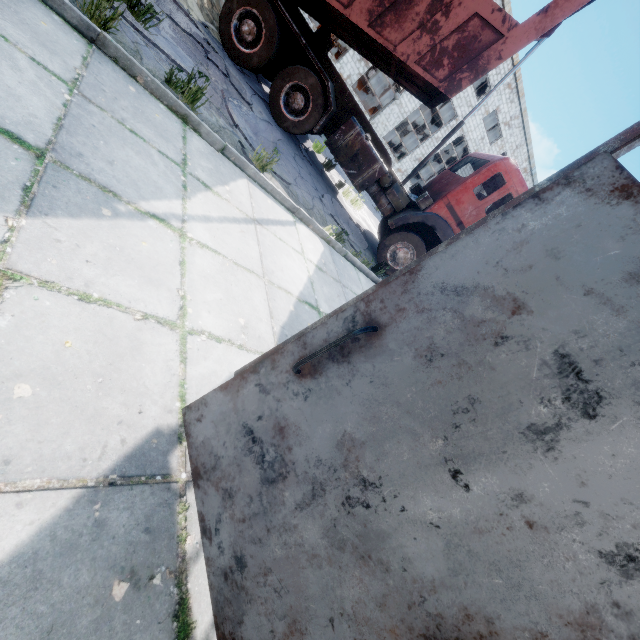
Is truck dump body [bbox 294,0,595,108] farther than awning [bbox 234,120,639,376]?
Yes

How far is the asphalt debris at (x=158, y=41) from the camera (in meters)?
3.99

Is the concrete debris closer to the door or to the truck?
the truck

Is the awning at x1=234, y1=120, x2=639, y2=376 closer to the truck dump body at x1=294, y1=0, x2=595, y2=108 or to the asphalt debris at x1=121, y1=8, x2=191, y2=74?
the asphalt debris at x1=121, y1=8, x2=191, y2=74

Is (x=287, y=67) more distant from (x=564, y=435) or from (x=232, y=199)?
(x=564, y=435)

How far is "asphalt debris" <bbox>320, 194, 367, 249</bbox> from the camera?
7.6m

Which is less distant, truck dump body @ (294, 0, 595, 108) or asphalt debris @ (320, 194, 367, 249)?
truck dump body @ (294, 0, 595, 108)

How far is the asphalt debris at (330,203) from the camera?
7.6 meters
